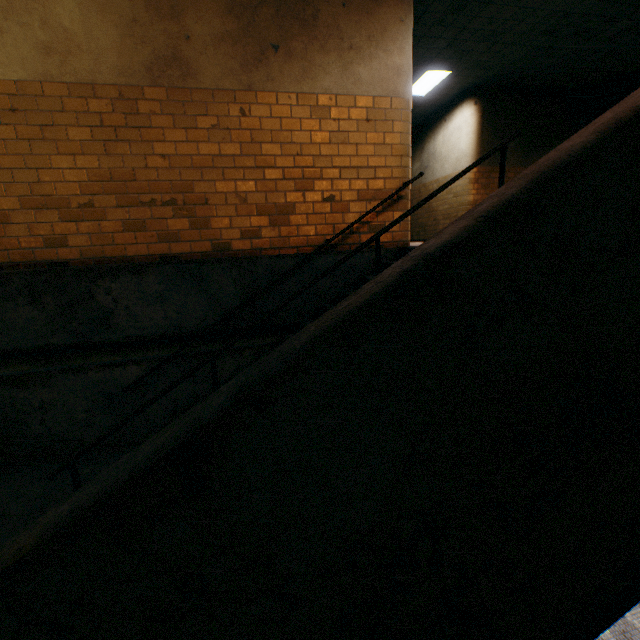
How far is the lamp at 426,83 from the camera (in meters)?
7.72

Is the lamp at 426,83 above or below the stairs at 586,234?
above

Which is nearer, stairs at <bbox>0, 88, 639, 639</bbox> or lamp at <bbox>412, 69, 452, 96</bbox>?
stairs at <bbox>0, 88, 639, 639</bbox>

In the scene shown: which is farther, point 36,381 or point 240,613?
point 36,381

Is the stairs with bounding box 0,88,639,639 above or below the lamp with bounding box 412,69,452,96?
below

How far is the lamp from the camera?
7.7m
